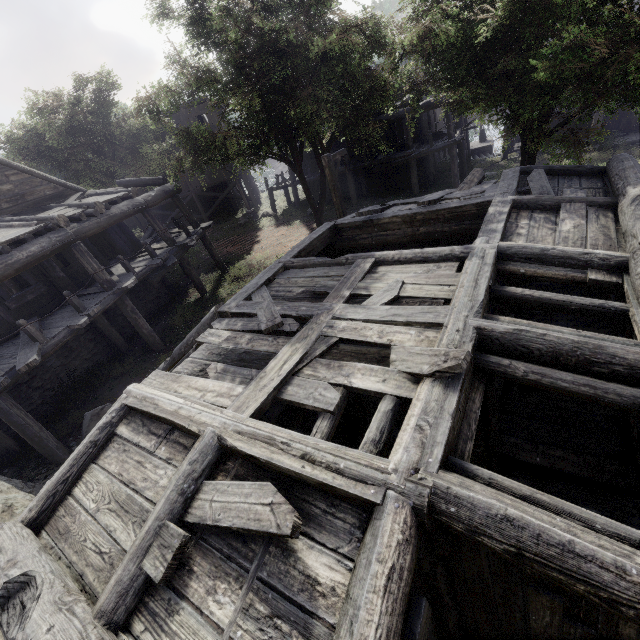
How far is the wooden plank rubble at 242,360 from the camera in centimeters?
468cm

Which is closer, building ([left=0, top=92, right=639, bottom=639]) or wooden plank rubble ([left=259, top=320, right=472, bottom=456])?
building ([left=0, top=92, right=639, bottom=639])

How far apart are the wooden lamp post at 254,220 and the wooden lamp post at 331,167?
13.1 meters

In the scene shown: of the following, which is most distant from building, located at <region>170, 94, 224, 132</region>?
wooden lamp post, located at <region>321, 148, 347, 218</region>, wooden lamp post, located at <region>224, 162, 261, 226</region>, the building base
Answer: wooden lamp post, located at <region>224, 162, 261, 226</region>

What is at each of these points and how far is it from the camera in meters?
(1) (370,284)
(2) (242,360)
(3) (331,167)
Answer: (1) wooden plank rubble, 5.7 m
(2) wooden plank rubble, 5.1 m
(3) wooden lamp post, 11.3 m

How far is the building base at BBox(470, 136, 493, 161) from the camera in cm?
3109

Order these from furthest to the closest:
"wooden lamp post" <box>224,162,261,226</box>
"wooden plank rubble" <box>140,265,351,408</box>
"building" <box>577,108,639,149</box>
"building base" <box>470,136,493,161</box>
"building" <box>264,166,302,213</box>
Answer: "building base" <box>470,136,493,161</box>
"building" <box>264,166,302,213</box>
"wooden lamp post" <box>224,162,261,226</box>
"building" <box>577,108,639,149</box>
"wooden plank rubble" <box>140,265,351,408</box>

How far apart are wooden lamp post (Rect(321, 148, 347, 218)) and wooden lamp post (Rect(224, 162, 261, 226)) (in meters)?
Result: 13.13
